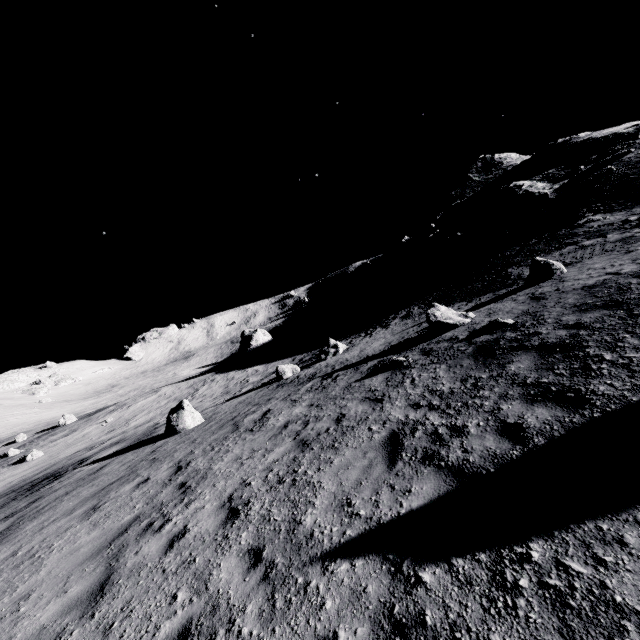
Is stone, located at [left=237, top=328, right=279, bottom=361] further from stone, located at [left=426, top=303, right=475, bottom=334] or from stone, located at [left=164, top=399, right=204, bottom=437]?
stone, located at [left=426, top=303, right=475, bottom=334]

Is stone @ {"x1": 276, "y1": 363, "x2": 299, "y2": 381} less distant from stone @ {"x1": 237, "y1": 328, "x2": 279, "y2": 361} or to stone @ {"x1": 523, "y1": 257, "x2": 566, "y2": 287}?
stone @ {"x1": 523, "y1": 257, "x2": 566, "y2": 287}

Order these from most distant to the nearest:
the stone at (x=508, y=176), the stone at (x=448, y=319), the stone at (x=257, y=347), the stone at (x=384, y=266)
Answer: the stone at (x=384, y=266)
the stone at (x=257, y=347)
the stone at (x=508, y=176)
the stone at (x=448, y=319)

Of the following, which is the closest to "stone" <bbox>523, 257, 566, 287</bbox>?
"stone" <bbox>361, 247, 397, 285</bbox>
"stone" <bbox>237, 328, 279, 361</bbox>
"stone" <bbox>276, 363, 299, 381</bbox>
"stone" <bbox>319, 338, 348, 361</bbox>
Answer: "stone" <bbox>319, 338, 348, 361</bbox>

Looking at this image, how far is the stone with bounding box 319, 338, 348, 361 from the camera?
19.7 meters

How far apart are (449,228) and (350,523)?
42.17m

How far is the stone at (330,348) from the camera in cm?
1966

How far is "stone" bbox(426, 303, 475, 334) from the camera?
12.0 meters
